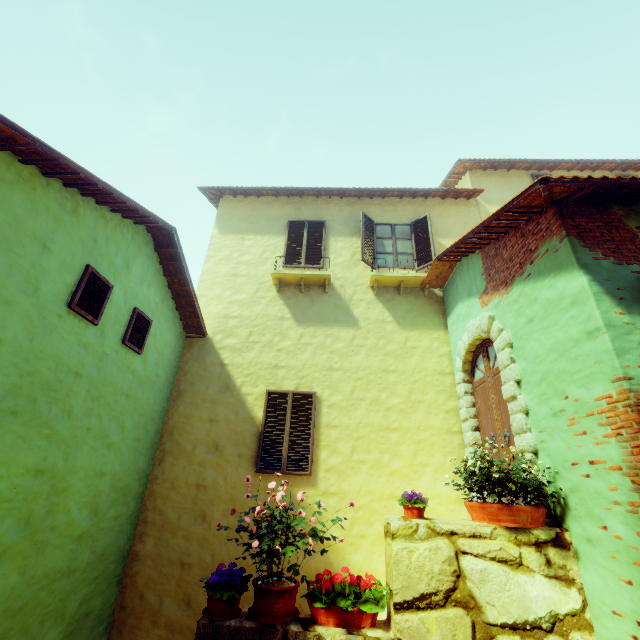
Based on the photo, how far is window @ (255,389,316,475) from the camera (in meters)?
6.37

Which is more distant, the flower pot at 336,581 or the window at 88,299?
the window at 88,299

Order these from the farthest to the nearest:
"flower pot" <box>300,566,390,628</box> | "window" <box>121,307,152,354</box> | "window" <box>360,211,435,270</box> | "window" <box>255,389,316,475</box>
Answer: "window" <box>360,211,435,270</box> → "window" <box>255,389,316,475</box> → "window" <box>121,307,152,354</box> → "flower pot" <box>300,566,390,628</box>

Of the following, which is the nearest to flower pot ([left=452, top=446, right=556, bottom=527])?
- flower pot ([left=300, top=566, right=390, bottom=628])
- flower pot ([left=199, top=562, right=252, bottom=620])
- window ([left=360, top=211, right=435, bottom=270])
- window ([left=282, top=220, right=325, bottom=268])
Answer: flower pot ([left=300, top=566, right=390, bottom=628])

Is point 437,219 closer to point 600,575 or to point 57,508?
point 600,575

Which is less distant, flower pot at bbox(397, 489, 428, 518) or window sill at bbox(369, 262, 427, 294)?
flower pot at bbox(397, 489, 428, 518)

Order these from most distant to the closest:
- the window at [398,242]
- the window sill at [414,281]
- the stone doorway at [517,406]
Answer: the window at [398,242] < the window sill at [414,281] < the stone doorway at [517,406]

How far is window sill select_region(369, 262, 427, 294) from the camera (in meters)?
7.83
